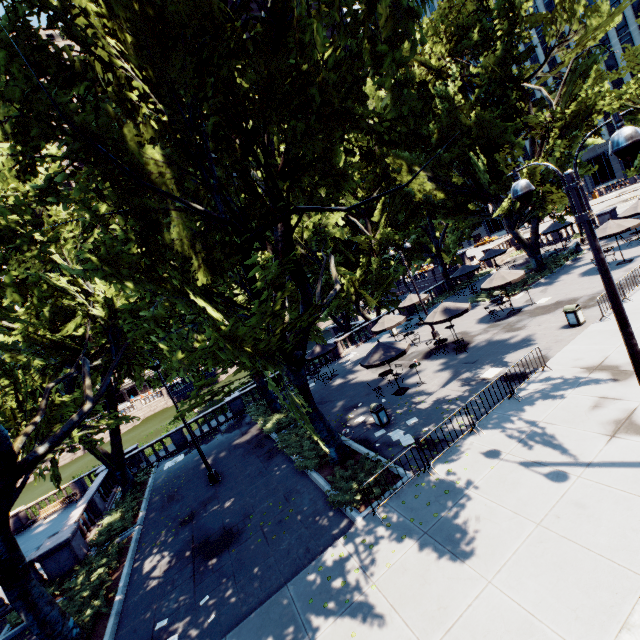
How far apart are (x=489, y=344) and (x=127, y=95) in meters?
18.9 m

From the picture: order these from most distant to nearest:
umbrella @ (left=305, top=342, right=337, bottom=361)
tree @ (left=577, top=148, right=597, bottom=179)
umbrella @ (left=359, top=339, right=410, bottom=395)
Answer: umbrella @ (left=305, top=342, right=337, bottom=361) → tree @ (left=577, top=148, right=597, bottom=179) → umbrella @ (left=359, top=339, right=410, bottom=395)

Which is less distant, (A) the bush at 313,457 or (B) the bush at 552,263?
(A) the bush at 313,457

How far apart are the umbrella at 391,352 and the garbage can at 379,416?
1.90m

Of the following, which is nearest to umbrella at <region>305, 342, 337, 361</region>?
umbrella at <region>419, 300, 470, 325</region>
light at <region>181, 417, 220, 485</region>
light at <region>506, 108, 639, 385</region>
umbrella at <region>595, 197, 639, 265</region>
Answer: umbrella at <region>419, 300, 470, 325</region>

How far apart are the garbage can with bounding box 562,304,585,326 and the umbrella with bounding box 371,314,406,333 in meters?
9.5 m

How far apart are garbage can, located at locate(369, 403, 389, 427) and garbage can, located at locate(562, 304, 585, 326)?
10.2m

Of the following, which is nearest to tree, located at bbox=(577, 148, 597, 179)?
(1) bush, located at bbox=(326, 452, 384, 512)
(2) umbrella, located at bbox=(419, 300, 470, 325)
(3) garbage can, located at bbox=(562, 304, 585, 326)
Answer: (1) bush, located at bbox=(326, 452, 384, 512)
